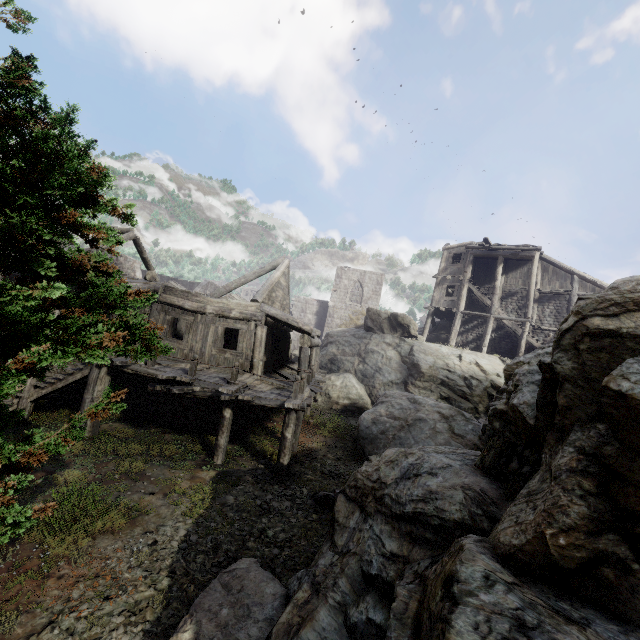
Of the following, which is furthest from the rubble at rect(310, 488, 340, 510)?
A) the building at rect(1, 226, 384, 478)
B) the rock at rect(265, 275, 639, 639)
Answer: the building at rect(1, 226, 384, 478)

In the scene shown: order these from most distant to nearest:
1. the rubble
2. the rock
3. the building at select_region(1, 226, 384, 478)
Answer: the building at select_region(1, 226, 384, 478), the rubble, the rock

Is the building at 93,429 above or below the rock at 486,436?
below

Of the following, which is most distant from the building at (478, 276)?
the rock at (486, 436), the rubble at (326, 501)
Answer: the rubble at (326, 501)

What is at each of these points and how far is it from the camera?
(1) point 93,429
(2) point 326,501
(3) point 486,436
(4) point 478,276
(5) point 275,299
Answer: (1) building, 11.2m
(2) rubble, 9.2m
(3) rock, 7.8m
(4) building, 27.7m
(5) building, 17.0m

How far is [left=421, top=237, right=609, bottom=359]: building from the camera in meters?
23.7
